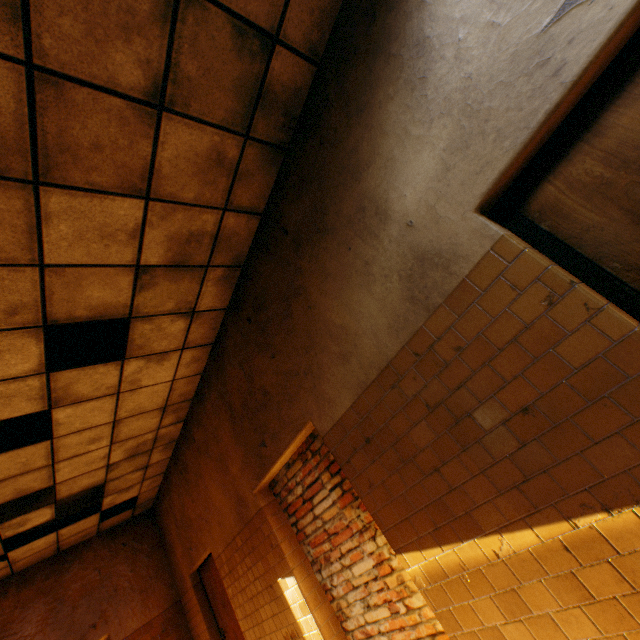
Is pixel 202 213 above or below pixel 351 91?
above

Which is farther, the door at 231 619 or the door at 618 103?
the door at 231 619

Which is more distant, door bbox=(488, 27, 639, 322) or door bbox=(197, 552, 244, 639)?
door bbox=(197, 552, 244, 639)
